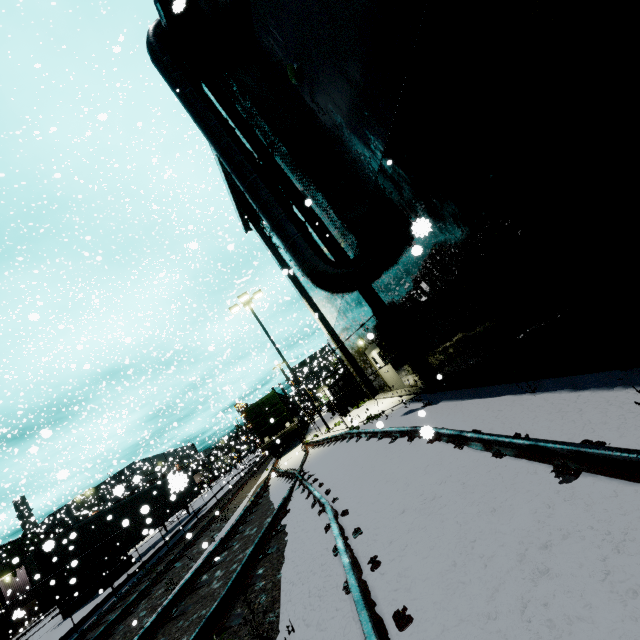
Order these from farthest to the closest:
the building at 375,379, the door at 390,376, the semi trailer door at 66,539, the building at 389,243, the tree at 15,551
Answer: the tree at 15,551 < the door at 390,376 < the semi trailer door at 66,539 < the building at 375,379 < the building at 389,243

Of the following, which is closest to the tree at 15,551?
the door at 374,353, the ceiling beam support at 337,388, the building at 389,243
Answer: the building at 389,243

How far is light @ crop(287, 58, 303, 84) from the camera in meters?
7.2 m

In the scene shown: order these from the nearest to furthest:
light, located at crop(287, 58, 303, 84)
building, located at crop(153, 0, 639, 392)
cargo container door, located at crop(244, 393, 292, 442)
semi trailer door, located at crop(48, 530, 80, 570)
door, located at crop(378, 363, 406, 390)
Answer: building, located at crop(153, 0, 639, 392) < light, located at crop(287, 58, 303, 84) < semi trailer door, located at crop(48, 530, 80, 570) < door, located at crop(378, 363, 406, 390) < cargo container door, located at crop(244, 393, 292, 442)

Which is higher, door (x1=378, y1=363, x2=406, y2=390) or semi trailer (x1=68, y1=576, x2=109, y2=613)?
door (x1=378, y1=363, x2=406, y2=390)

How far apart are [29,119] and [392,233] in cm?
3330

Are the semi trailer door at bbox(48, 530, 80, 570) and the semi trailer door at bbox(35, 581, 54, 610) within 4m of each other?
yes

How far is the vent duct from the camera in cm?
937
